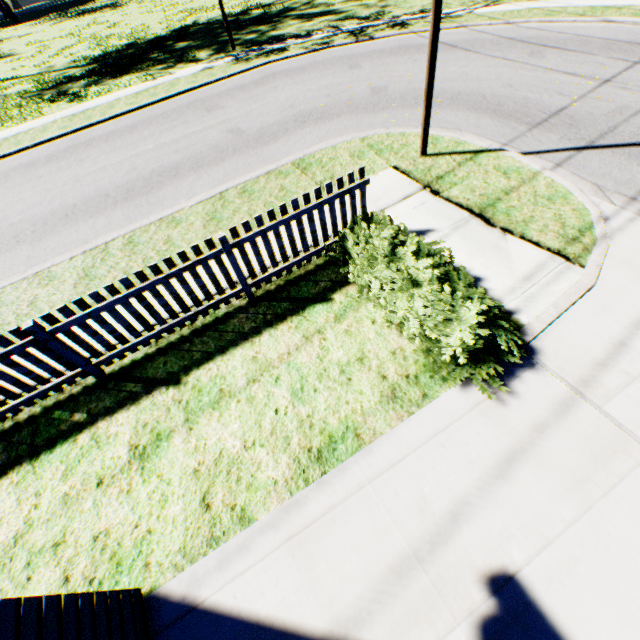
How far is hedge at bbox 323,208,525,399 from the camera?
3.7 meters

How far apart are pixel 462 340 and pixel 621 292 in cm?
246

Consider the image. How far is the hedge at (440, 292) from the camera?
3.7m
